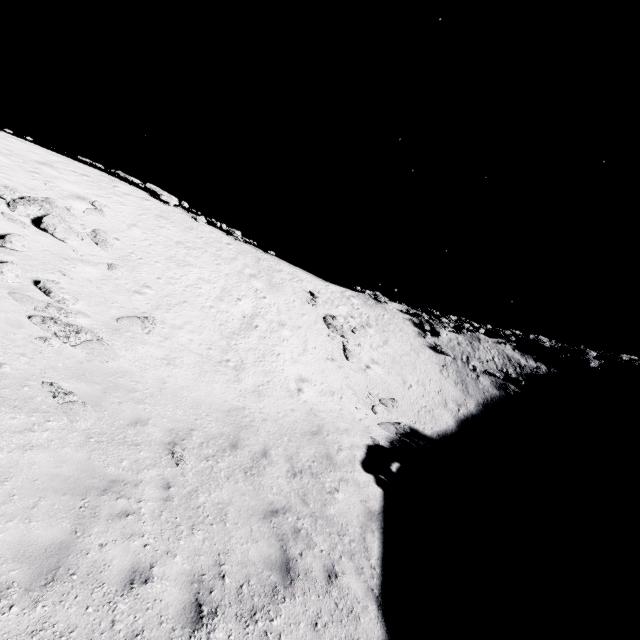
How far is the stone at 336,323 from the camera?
27.1 meters

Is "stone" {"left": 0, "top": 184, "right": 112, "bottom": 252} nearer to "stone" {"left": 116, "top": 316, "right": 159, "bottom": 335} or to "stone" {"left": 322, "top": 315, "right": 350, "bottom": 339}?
"stone" {"left": 116, "top": 316, "right": 159, "bottom": 335}

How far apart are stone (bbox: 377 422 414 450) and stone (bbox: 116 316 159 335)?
12.2m

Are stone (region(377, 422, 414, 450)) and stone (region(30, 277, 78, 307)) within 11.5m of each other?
no

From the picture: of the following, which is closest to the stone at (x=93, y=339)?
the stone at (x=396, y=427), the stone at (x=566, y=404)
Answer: the stone at (x=396, y=427)

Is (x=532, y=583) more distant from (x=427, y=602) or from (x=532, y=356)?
(x=532, y=356)

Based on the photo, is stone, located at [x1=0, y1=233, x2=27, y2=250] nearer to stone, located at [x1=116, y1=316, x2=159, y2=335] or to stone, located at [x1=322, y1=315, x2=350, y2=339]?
stone, located at [x1=116, y1=316, x2=159, y2=335]

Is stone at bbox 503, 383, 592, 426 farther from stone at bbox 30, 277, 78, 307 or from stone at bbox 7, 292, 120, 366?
stone at bbox 30, 277, 78, 307
